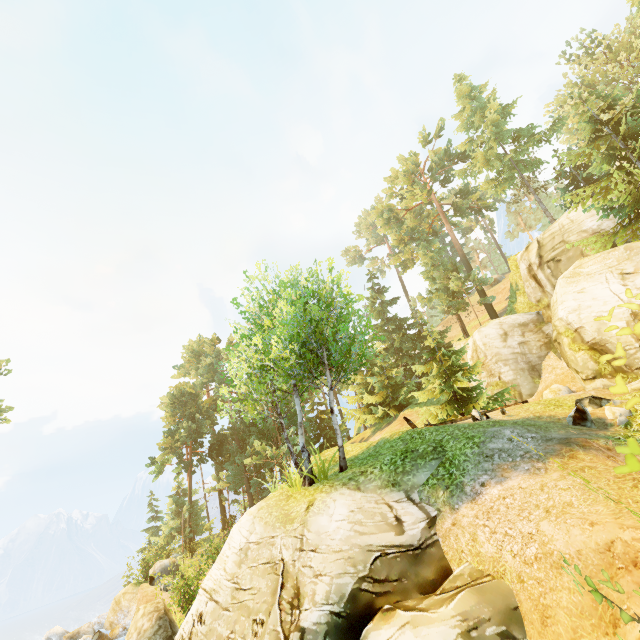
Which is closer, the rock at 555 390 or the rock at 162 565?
the rock at 555 390

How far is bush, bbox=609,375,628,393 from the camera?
2.2m

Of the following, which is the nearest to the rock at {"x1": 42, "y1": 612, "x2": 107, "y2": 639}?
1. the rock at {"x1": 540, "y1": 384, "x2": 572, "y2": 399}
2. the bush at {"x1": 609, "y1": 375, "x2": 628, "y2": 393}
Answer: the bush at {"x1": 609, "y1": 375, "x2": 628, "y2": 393}

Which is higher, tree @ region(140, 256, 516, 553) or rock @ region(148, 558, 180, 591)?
tree @ region(140, 256, 516, 553)

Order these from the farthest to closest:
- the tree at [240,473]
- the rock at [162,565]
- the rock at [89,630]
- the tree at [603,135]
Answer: the rock at [89,630]
the rock at [162,565]
the tree at [603,135]
the tree at [240,473]

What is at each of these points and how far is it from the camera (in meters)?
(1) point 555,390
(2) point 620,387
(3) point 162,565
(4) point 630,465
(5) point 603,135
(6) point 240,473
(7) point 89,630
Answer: (1) rock, 19.16
(2) bush, 2.27
(3) rock, 22.64
(4) bush, 1.60
(5) tree, 18.39
(6) tree, 32.44
(7) rock, 21.59

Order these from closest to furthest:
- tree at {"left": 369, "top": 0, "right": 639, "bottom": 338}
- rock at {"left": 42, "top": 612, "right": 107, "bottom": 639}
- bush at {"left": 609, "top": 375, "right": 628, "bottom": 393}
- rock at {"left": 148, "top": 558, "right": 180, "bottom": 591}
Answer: bush at {"left": 609, "top": 375, "right": 628, "bottom": 393}, tree at {"left": 369, "top": 0, "right": 639, "bottom": 338}, rock at {"left": 148, "top": 558, "right": 180, "bottom": 591}, rock at {"left": 42, "top": 612, "right": 107, "bottom": 639}

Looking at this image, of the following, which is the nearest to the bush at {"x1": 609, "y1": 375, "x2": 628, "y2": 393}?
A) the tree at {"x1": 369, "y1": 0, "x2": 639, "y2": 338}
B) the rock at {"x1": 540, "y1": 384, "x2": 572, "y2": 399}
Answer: the tree at {"x1": 369, "y1": 0, "x2": 639, "y2": 338}
